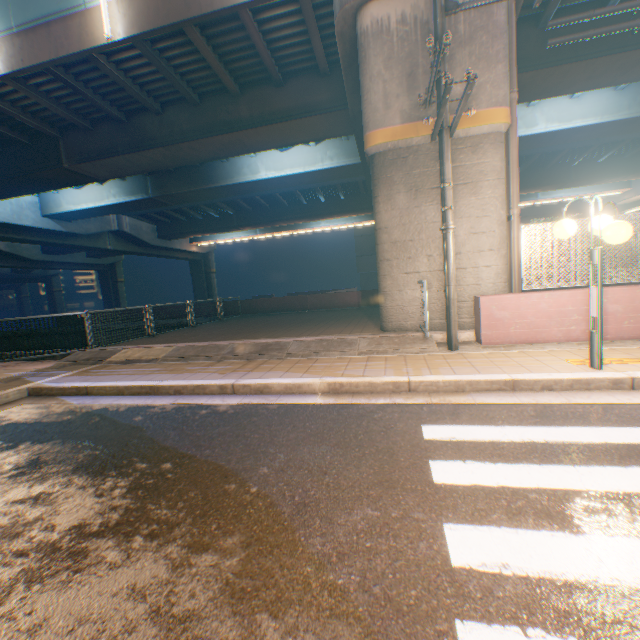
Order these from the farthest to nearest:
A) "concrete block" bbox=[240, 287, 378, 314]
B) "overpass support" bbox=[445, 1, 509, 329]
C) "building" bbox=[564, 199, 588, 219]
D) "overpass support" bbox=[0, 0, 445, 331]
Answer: "building" bbox=[564, 199, 588, 219] < "concrete block" bbox=[240, 287, 378, 314] < "overpass support" bbox=[0, 0, 445, 331] < "overpass support" bbox=[445, 1, 509, 329]

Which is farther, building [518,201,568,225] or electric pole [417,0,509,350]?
building [518,201,568,225]

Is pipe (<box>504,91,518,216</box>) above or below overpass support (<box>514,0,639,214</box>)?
below

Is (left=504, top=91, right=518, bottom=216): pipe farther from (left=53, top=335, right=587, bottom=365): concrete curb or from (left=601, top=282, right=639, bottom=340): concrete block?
(left=53, top=335, right=587, bottom=365): concrete curb

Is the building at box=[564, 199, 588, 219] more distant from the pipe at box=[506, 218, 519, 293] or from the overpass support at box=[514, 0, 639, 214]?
the pipe at box=[506, 218, 519, 293]

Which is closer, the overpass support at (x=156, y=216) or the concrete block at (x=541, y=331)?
the concrete block at (x=541, y=331)

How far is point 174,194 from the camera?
19.6 meters

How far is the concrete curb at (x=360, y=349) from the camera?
6.22m
